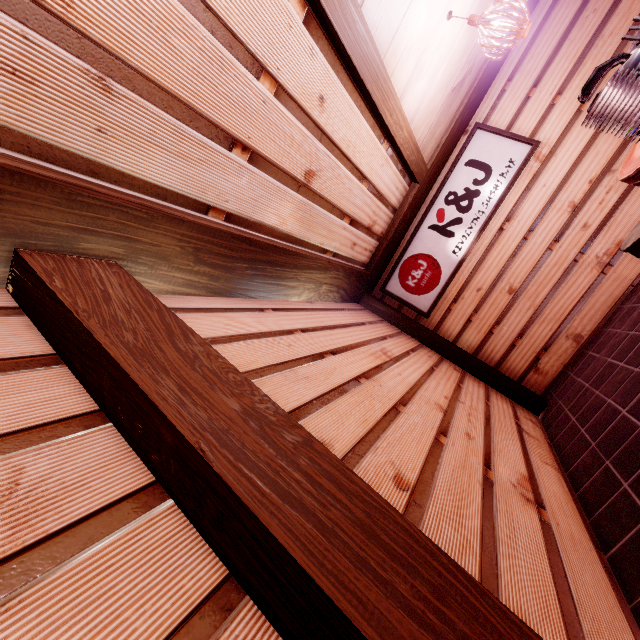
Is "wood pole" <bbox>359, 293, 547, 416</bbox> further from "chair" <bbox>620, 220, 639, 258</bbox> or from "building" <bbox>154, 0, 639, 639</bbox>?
"chair" <bbox>620, 220, 639, 258</bbox>

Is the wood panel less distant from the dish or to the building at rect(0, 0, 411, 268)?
the building at rect(0, 0, 411, 268)

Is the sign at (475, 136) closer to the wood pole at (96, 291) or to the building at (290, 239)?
the building at (290, 239)

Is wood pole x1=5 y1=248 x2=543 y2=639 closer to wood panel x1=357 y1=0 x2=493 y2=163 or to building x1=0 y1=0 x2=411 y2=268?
building x1=0 y1=0 x2=411 y2=268

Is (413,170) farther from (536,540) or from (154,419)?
(154,419)

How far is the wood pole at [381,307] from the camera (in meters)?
7.55

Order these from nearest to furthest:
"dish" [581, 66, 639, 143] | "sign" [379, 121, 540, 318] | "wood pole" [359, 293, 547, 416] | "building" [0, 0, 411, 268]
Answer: "building" [0, 0, 411, 268], "dish" [581, 66, 639, 143], "wood pole" [359, 293, 547, 416], "sign" [379, 121, 540, 318]

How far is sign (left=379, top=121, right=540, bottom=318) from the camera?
8.1 meters
